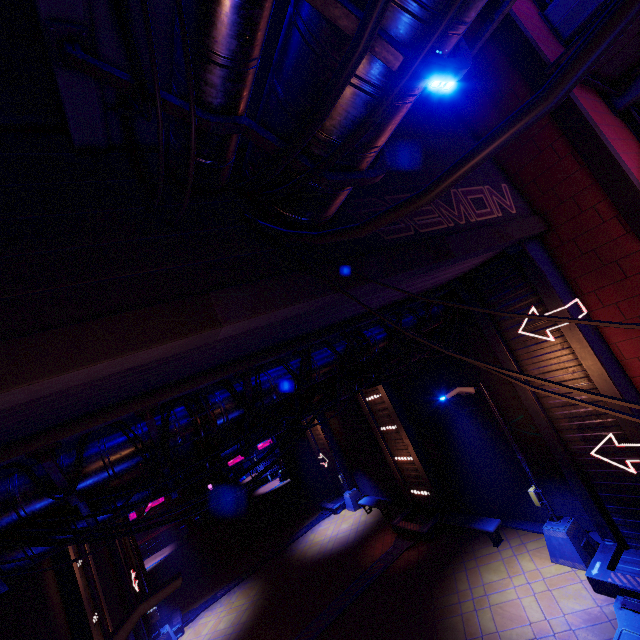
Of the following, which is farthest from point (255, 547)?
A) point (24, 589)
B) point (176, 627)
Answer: point (24, 589)

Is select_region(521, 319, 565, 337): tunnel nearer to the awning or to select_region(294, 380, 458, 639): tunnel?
the awning

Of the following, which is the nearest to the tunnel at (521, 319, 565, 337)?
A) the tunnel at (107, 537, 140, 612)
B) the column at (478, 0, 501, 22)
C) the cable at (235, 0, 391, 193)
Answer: the column at (478, 0, 501, 22)

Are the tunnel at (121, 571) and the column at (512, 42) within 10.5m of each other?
no

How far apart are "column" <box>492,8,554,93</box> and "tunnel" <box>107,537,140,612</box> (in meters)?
23.76

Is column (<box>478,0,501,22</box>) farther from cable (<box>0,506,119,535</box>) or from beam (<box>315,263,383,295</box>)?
cable (<box>0,506,119,535</box>)

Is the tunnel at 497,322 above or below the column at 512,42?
below

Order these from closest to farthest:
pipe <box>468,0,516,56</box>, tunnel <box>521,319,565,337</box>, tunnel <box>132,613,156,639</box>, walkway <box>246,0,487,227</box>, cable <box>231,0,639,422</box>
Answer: Result:
cable <box>231,0,639,422</box>
walkway <box>246,0,487,227</box>
pipe <box>468,0,516,56</box>
tunnel <box>521,319,565,337</box>
tunnel <box>132,613,156,639</box>
